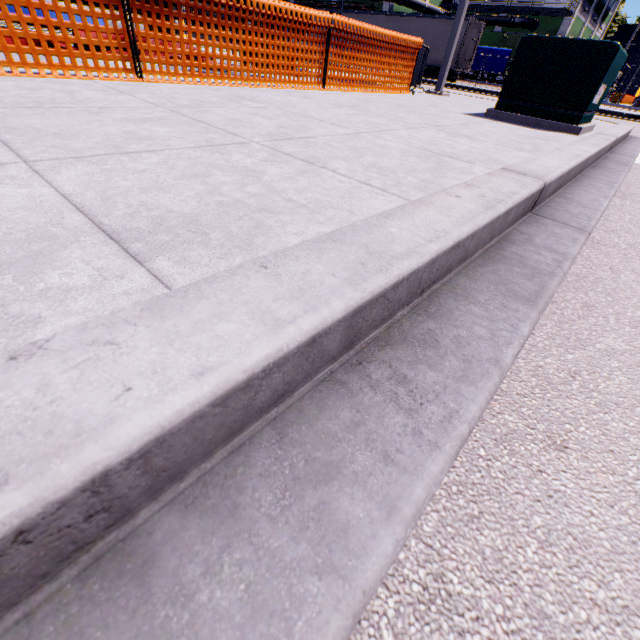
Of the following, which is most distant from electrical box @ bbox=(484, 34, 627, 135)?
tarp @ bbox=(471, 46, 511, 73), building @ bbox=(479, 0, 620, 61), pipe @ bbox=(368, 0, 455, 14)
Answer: pipe @ bbox=(368, 0, 455, 14)

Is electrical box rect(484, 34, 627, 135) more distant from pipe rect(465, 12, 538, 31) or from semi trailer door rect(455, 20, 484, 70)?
pipe rect(465, 12, 538, 31)

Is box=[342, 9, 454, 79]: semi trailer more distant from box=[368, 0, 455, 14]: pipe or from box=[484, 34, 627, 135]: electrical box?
box=[484, 34, 627, 135]: electrical box

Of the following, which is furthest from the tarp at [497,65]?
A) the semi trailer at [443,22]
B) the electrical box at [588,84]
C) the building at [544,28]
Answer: the electrical box at [588,84]

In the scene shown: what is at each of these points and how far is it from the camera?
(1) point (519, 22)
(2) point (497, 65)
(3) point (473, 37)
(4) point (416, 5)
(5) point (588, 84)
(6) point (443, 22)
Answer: (1) pipe, 40.6m
(2) tarp, 33.1m
(3) semi trailer door, 22.2m
(4) pipe, 39.1m
(5) electrical box, 4.7m
(6) semi trailer, 22.4m

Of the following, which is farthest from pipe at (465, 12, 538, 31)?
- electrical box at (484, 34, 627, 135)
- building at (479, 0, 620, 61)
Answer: electrical box at (484, 34, 627, 135)

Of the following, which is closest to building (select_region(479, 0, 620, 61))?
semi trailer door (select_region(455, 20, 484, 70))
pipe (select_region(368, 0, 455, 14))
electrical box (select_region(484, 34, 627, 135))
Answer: pipe (select_region(368, 0, 455, 14))

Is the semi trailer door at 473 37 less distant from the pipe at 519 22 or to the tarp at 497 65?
the pipe at 519 22
